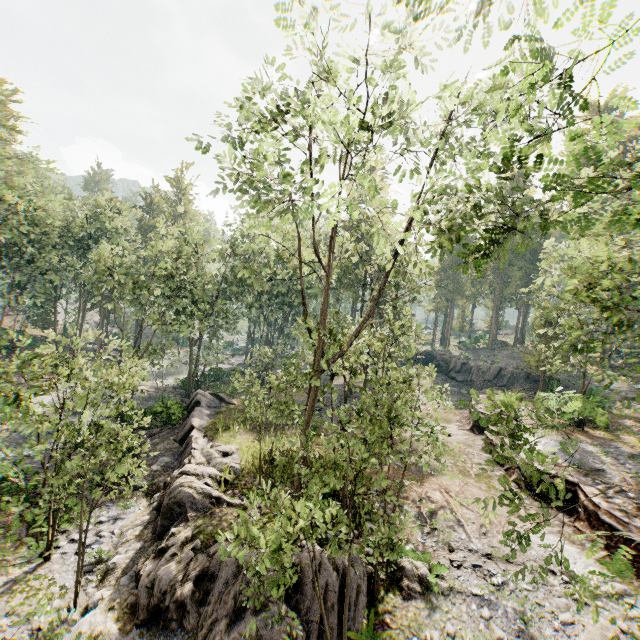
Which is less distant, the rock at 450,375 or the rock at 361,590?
the rock at 361,590

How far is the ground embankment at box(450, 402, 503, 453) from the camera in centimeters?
2120cm

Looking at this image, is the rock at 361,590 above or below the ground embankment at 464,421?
below

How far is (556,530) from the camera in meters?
13.7 m

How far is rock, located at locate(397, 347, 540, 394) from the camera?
39.3m

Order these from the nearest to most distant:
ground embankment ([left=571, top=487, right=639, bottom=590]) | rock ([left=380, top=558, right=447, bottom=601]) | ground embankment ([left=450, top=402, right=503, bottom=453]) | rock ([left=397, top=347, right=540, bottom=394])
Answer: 1. rock ([left=380, top=558, right=447, bottom=601])
2. ground embankment ([left=571, top=487, right=639, bottom=590])
3. ground embankment ([left=450, top=402, right=503, bottom=453])
4. rock ([left=397, top=347, right=540, bottom=394])

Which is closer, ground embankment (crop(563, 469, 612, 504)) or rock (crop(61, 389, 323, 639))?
rock (crop(61, 389, 323, 639))

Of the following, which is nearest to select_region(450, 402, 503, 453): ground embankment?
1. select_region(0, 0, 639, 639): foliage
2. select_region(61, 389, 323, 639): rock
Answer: select_region(0, 0, 639, 639): foliage
